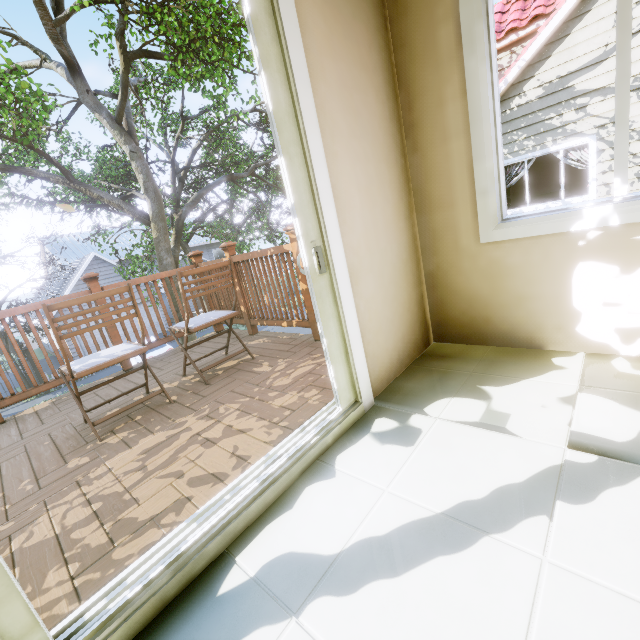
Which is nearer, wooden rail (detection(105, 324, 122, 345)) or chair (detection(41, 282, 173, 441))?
chair (detection(41, 282, 173, 441))

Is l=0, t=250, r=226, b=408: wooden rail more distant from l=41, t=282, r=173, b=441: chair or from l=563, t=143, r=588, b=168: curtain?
l=563, t=143, r=588, b=168: curtain

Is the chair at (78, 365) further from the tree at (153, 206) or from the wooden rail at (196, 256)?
the tree at (153, 206)

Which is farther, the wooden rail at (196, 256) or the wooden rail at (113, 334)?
the wooden rail at (113, 334)

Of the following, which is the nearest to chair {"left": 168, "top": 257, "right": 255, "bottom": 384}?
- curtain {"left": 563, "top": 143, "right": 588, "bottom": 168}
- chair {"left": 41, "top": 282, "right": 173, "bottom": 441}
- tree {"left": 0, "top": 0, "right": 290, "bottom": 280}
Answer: chair {"left": 41, "top": 282, "right": 173, "bottom": 441}

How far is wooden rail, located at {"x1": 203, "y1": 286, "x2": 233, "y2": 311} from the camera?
3.93m

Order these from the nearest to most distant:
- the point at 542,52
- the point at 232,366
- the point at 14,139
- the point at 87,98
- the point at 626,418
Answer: the point at 626,418 < the point at 232,366 < the point at 14,139 < the point at 542,52 < the point at 87,98

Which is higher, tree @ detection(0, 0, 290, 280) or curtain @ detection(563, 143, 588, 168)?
tree @ detection(0, 0, 290, 280)
